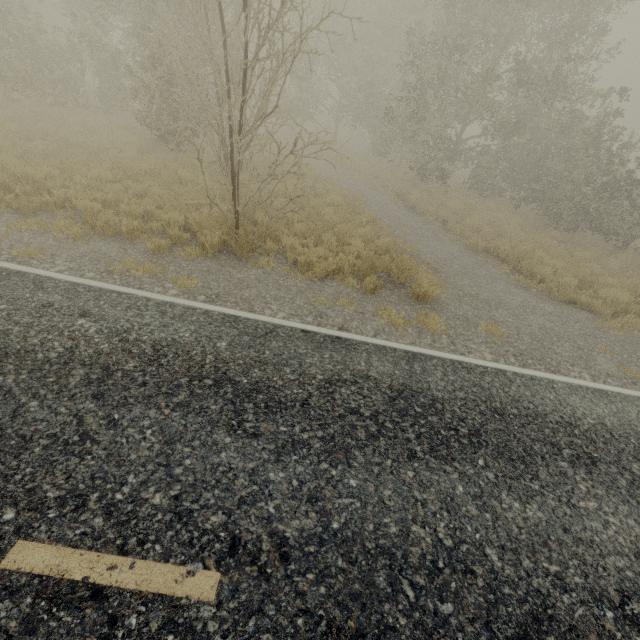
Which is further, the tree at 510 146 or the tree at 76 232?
the tree at 510 146

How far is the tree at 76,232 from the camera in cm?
650

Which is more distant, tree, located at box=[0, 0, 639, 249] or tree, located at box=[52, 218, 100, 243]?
tree, located at box=[0, 0, 639, 249]

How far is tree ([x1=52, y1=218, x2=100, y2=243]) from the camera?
6.5 meters

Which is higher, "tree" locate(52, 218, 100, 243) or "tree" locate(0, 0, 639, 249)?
"tree" locate(0, 0, 639, 249)

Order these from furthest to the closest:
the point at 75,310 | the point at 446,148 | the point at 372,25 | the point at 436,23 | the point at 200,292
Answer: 1. the point at 372,25
2. the point at 446,148
3. the point at 436,23
4. the point at 200,292
5. the point at 75,310
